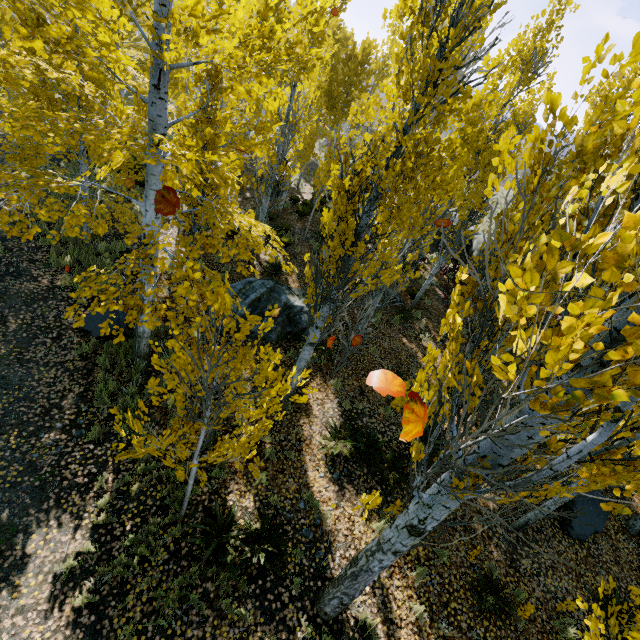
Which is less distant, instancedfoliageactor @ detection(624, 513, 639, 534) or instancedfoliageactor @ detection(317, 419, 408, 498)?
instancedfoliageactor @ detection(317, 419, 408, 498)

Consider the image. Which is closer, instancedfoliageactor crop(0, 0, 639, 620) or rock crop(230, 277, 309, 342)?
instancedfoliageactor crop(0, 0, 639, 620)

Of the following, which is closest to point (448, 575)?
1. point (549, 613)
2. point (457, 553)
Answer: point (457, 553)

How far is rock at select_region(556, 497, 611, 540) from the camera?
7.6m

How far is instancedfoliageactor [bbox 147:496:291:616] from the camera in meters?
5.0

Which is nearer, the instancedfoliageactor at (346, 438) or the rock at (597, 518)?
the instancedfoliageactor at (346, 438)

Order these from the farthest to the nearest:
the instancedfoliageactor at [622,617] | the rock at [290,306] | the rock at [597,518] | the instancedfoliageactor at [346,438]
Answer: the rock at [290,306] < the rock at [597,518] < the instancedfoliageactor at [346,438] < the instancedfoliageactor at [622,617]
